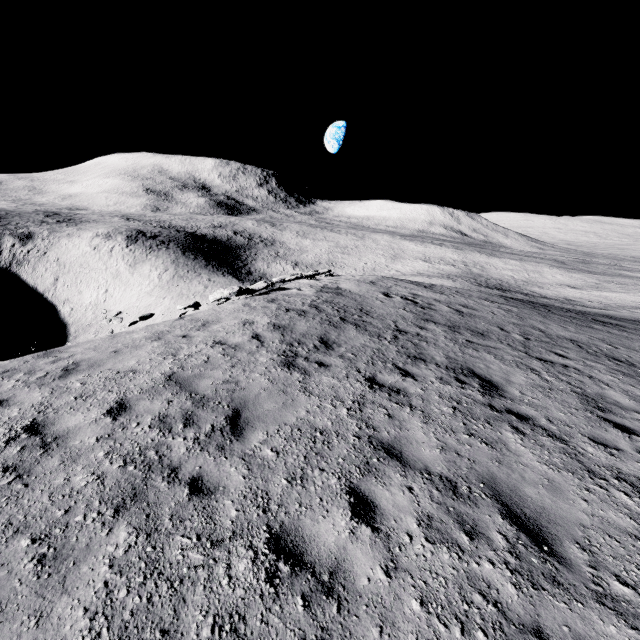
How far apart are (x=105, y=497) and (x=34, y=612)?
1.1m
